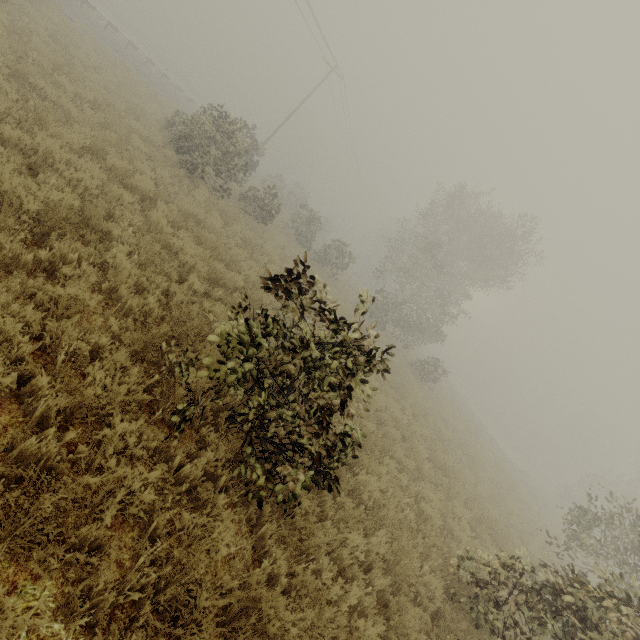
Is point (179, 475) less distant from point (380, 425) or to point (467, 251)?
point (380, 425)
